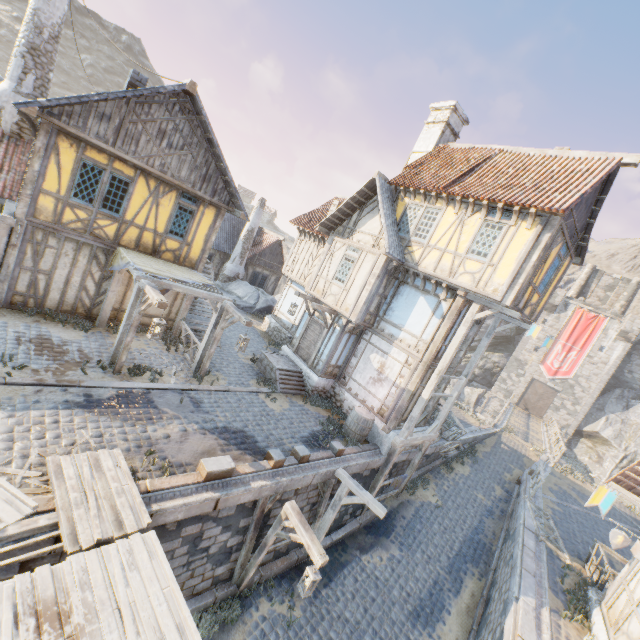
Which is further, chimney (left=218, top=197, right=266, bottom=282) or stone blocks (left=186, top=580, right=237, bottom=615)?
chimney (left=218, top=197, right=266, bottom=282)

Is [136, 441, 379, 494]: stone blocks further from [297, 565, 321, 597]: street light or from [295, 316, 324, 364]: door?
[297, 565, 321, 597]: street light

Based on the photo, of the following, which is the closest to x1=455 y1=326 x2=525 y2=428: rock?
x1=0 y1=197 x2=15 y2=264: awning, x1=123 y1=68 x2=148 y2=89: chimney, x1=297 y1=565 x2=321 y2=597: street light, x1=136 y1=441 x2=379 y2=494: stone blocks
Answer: x1=136 y1=441 x2=379 y2=494: stone blocks

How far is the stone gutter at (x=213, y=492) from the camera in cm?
641

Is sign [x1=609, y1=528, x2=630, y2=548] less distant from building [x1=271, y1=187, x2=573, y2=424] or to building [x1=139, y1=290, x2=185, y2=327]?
building [x1=271, y1=187, x2=573, y2=424]

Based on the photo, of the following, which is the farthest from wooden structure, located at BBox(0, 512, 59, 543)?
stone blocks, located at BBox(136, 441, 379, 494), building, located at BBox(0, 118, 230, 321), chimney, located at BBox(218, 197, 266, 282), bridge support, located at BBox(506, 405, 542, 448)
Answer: bridge support, located at BBox(506, 405, 542, 448)

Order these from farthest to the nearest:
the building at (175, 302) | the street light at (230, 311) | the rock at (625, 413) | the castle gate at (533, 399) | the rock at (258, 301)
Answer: the castle gate at (533, 399) < the rock at (625, 413) < the rock at (258, 301) < the building at (175, 302) < the street light at (230, 311)

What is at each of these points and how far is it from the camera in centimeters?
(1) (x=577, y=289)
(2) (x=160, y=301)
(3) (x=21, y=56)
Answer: (1) chimney, 4097cm
(2) street light, 820cm
(3) chimney, 1140cm
